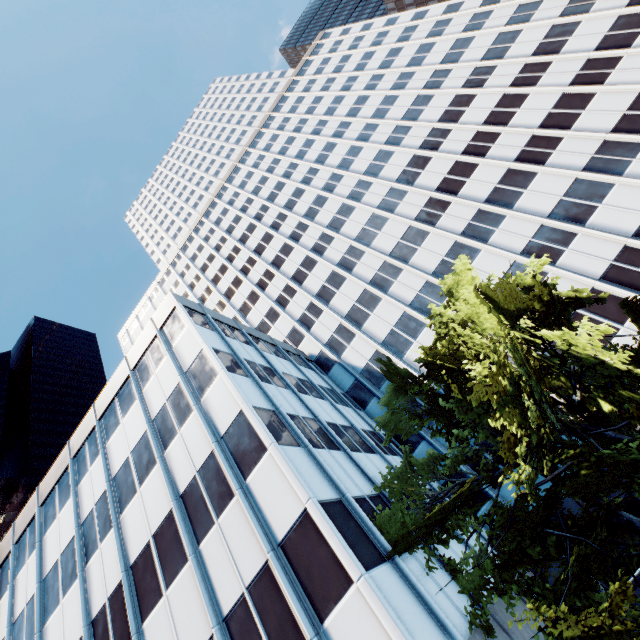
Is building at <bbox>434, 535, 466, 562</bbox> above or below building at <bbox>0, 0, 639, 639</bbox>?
below

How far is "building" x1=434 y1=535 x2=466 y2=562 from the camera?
14.5m

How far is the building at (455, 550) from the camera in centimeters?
1450cm

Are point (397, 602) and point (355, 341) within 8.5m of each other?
no

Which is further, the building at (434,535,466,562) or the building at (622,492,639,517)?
the building at (622,492,639,517)

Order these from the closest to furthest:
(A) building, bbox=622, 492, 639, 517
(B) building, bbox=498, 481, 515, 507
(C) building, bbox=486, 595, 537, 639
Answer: (C) building, bbox=486, 595, 537, 639
(A) building, bbox=622, 492, 639, 517
(B) building, bbox=498, 481, 515, 507
